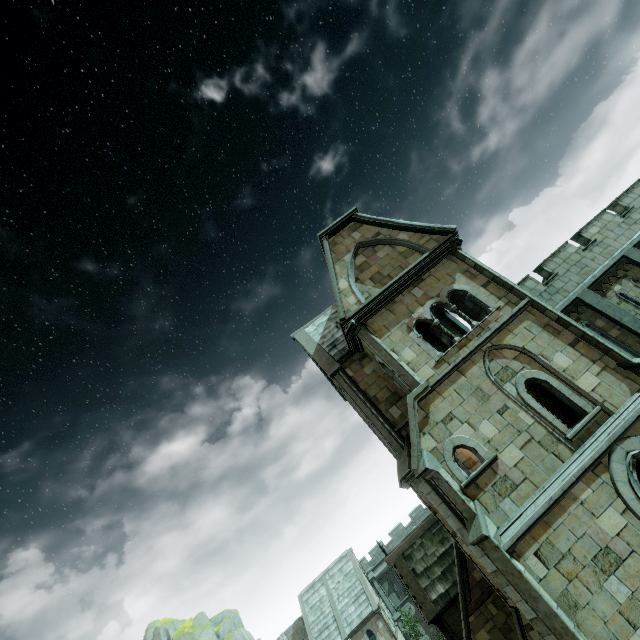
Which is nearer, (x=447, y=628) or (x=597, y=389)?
(x=597, y=389)

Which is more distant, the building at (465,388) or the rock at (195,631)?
the rock at (195,631)

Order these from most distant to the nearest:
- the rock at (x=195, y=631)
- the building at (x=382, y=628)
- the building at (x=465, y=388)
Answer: the rock at (x=195, y=631), the building at (x=382, y=628), the building at (x=465, y=388)

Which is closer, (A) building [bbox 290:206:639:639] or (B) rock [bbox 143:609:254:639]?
(A) building [bbox 290:206:639:639]

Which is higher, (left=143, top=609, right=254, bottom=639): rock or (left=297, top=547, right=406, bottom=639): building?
(left=143, top=609, right=254, bottom=639): rock

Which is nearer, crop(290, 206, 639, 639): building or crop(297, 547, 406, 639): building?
crop(290, 206, 639, 639): building

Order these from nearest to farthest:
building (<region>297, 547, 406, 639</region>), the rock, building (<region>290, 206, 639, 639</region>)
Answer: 1. building (<region>290, 206, 639, 639</region>)
2. building (<region>297, 547, 406, 639</region>)
3. the rock
